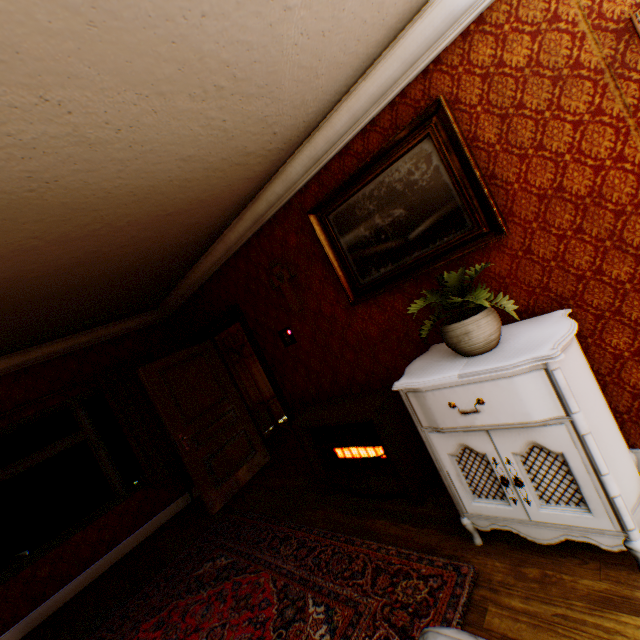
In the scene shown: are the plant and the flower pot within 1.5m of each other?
yes

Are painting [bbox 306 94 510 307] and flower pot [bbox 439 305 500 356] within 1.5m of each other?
yes

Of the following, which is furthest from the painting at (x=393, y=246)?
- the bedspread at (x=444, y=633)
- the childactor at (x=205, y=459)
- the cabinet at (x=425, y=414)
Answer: A: the childactor at (x=205, y=459)

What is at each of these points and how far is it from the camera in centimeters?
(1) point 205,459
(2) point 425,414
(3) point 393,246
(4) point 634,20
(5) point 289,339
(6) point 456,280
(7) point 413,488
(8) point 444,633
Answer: (1) childactor, 457cm
(2) cabinet, 203cm
(3) painting, 261cm
(4) crucifix, 148cm
(5) light switch, 385cm
(6) plant, 182cm
(7) heater, 271cm
(8) bedspread, 93cm

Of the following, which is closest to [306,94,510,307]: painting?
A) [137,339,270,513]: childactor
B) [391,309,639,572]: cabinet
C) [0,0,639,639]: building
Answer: [0,0,639,639]: building

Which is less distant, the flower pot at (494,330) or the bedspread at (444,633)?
the bedspread at (444,633)

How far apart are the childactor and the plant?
3.9 meters

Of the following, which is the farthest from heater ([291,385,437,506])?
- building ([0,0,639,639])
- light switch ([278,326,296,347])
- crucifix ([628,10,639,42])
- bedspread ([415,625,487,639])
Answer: crucifix ([628,10,639,42])
